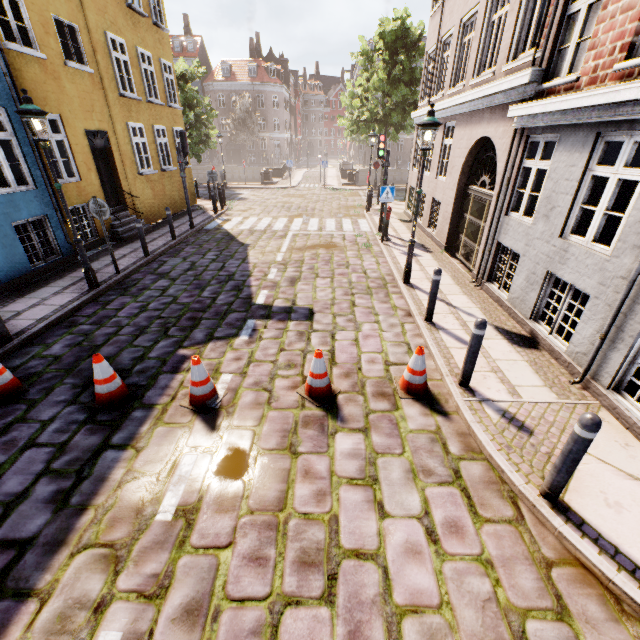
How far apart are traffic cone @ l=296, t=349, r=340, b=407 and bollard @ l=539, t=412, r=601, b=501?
2.6 meters

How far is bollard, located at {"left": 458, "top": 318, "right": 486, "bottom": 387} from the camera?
4.3m

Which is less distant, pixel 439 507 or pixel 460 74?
pixel 439 507

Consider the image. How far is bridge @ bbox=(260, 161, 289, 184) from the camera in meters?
27.1 m

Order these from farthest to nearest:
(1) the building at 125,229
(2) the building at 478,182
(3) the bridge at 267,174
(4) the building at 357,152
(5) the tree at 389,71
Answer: (4) the building at 357,152 < (3) the bridge at 267,174 < (5) the tree at 389,71 < (1) the building at 125,229 < (2) the building at 478,182

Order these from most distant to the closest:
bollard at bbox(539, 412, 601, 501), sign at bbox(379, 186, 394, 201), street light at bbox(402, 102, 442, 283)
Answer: sign at bbox(379, 186, 394, 201), street light at bbox(402, 102, 442, 283), bollard at bbox(539, 412, 601, 501)

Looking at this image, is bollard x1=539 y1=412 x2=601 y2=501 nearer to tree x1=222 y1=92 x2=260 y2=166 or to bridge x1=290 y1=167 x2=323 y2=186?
tree x1=222 y1=92 x2=260 y2=166

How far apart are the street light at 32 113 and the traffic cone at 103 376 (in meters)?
4.11
